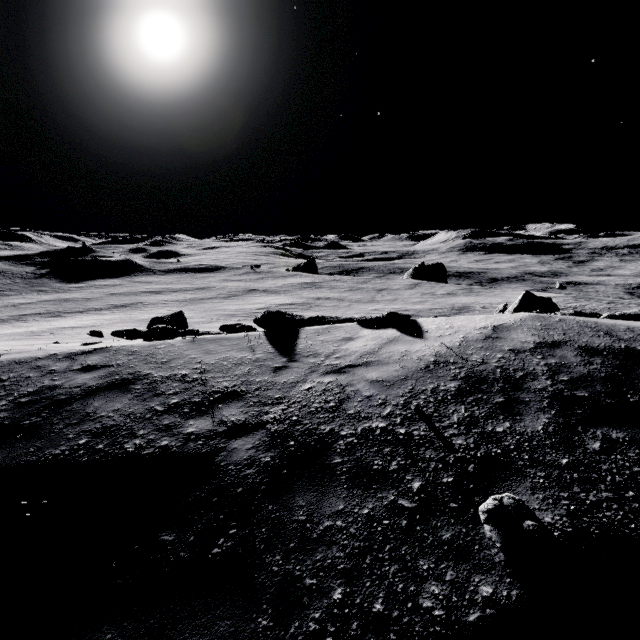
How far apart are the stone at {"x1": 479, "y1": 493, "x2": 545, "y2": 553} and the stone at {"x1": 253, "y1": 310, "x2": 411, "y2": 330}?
6.9m

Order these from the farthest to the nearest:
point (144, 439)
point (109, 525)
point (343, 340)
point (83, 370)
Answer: point (343, 340), point (83, 370), point (144, 439), point (109, 525)

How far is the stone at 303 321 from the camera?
8.9m

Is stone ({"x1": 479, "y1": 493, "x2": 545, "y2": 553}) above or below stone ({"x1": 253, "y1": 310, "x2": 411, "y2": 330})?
below

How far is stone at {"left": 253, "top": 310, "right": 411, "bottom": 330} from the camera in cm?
887

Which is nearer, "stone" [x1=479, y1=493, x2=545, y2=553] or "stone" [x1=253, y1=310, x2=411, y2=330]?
"stone" [x1=479, y1=493, x2=545, y2=553]

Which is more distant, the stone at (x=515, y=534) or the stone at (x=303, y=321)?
the stone at (x=303, y=321)

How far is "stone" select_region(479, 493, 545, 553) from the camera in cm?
286
